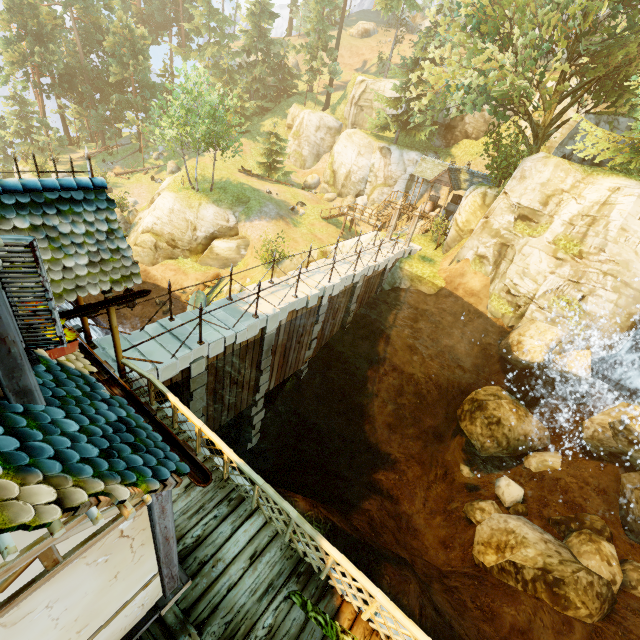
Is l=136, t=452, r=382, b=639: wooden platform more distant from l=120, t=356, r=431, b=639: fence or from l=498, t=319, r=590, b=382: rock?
l=498, t=319, r=590, b=382: rock

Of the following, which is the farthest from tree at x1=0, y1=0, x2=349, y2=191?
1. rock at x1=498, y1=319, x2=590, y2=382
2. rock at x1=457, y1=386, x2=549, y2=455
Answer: rock at x1=457, y1=386, x2=549, y2=455

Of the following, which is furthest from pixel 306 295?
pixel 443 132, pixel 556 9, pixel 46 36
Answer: pixel 46 36

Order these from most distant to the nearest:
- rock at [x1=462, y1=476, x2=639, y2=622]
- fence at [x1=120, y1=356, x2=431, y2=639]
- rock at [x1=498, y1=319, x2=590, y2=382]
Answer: rock at [x1=498, y1=319, x2=590, y2=382] < rock at [x1=462, y1=476, x2=639, y2=622] < fence at [x1=120, y1=356, x2=431, y2=639]

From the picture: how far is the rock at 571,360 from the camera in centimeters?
1420cm

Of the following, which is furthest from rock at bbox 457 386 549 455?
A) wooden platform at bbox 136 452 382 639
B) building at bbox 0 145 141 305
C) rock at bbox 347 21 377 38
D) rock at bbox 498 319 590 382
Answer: rock at bbox 347 21 377 38

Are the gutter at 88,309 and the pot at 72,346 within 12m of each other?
yes

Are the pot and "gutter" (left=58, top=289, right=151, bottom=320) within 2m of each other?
yes
